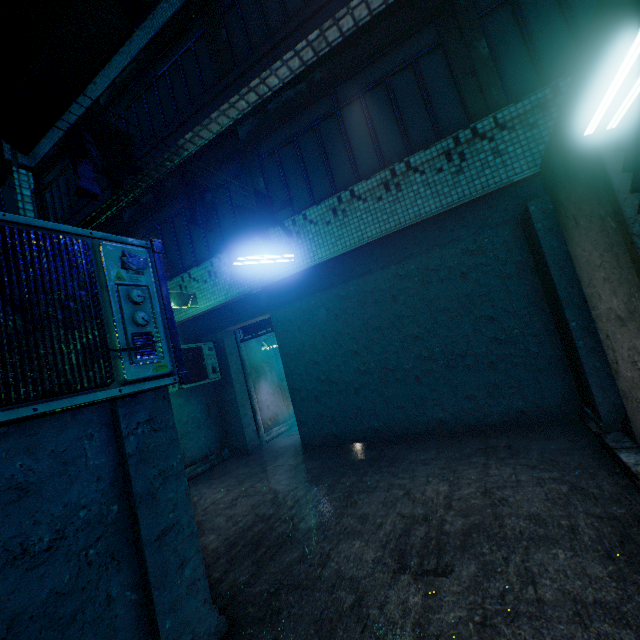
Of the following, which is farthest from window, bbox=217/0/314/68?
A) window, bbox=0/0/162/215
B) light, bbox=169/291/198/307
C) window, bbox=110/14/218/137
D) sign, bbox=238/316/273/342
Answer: sign, bbox=238/316/273/342

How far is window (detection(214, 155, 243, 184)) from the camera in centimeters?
586cm

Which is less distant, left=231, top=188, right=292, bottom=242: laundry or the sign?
left=231, top=188, right=292, bottom=242: laundry

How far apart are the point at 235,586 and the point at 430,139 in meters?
5.5

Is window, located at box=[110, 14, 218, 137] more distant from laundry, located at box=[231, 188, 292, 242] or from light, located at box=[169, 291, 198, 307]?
light, located at box=[169, 291, 198, 307]

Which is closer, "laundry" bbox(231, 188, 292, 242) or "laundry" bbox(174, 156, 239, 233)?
"laundry" bbox(174, 156, 239, 233)

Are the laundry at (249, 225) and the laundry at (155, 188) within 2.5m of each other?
yes

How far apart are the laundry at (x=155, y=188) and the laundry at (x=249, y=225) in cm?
127
